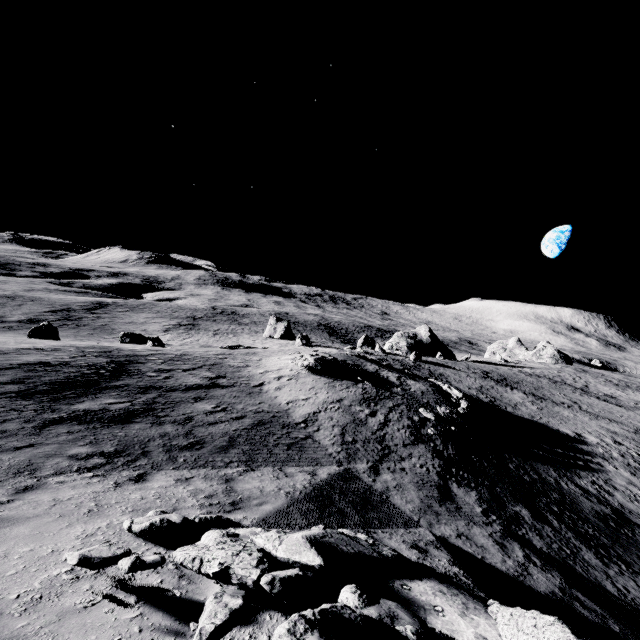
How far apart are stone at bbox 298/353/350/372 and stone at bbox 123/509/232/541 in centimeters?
1789cm

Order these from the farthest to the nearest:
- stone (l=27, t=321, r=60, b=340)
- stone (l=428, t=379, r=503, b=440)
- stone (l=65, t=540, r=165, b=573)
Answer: stone (l=27, t=321, r=60, b=340) → stone (l=428, t=379, r=503, b=440) → stone (l=65, t=540, r=165, b=573)

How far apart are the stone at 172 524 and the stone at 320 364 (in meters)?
17.89

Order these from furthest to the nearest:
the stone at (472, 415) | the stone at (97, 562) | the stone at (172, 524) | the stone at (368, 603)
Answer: the stone at (472, 415) < the stone at (172, 524) < the stone at (97, 562) < the stone at (368, 603)

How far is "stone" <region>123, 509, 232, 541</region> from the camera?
4.9m

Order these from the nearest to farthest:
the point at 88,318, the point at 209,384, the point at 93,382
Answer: the point at 93,382 < the point at 209,384 < the point at 88,318

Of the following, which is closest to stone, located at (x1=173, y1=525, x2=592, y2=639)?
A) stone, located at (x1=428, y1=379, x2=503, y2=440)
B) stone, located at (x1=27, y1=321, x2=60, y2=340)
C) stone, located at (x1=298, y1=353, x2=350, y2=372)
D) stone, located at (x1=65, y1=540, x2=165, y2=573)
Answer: stone, located at (x1=65, y1=540, x2=165, y2=573)

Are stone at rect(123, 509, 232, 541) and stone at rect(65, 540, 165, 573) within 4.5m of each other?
yes
